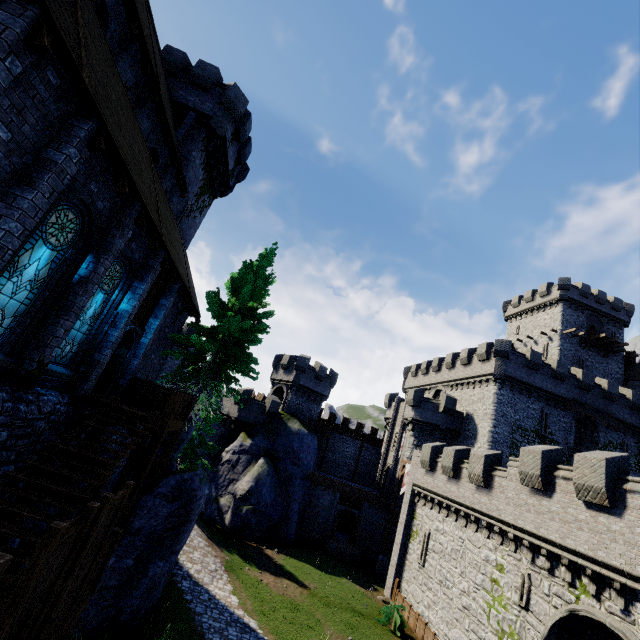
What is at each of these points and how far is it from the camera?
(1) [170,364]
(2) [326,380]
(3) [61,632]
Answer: (1) building, 43.03m
(2) building tower, 40.34m
(3) walkway, 5.48m

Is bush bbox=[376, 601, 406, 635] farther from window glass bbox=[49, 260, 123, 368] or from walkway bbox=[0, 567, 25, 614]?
window glass bbox=[49, 260, 123, 368]

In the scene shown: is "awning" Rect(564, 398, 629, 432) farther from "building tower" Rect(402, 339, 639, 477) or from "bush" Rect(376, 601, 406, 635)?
"bush" Rect(376, 601, 406, 635)

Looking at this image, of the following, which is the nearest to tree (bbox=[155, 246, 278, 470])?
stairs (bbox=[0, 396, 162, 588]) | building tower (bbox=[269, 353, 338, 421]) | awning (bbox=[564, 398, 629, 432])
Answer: stairs (bbox=[0, 396, 162, 588])

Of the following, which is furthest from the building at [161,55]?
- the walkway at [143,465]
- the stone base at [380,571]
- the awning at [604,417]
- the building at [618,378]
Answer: the building at [618,378]

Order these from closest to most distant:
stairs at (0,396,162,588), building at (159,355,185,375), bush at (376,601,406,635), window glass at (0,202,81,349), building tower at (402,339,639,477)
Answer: stairs at (0,396,162,588) → window glass at (0,202,81,349) → bush at (376,601,406,635) → building tower at (402,339,639,477) → building at (159,355,185,375)

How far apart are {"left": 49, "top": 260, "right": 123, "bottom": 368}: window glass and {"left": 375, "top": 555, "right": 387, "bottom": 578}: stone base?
29.9m

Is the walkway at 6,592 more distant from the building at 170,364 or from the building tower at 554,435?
the building at 170,364
